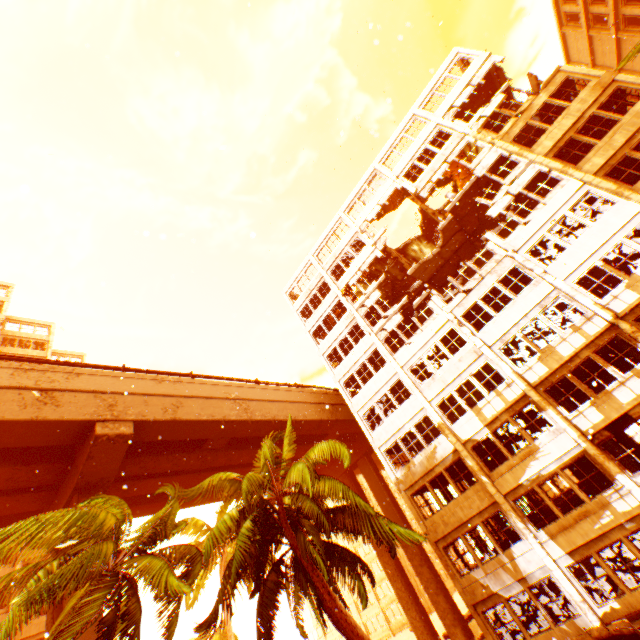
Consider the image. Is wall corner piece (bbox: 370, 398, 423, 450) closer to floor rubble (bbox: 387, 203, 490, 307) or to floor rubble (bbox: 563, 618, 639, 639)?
floor rubble (bbox: 387, 203, 490, 307)

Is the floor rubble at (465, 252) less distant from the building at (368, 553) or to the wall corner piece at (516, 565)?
the wall corner piece at (516, 565)

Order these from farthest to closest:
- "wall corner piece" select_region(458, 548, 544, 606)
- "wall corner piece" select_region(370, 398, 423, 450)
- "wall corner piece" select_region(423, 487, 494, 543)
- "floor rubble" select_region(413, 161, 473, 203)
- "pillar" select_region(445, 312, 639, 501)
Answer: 1. "floor rubble" select_region(413, 161, 473, 203)
2. "wall corner piece" select_region(370, 398, 423, 450)
3. "wall corner piece" select_region(423, 487, 494, 543)
4. "wall corner piece" select_region(458, 548, 544, 606)
5. "pillar" select_region(445, 312, 639, 501)

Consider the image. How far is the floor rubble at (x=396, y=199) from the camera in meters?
27.8

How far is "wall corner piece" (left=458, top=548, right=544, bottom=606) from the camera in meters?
15.3

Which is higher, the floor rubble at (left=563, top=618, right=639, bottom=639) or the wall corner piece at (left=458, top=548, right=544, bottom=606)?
the wall corner piece at (left=458, top=548, right=544, bottom=606)

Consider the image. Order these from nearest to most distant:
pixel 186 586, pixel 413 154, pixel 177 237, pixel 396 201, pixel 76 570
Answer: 1. pixel 186 586
2. pixel 76 570
3. pixel 177 237
4. pixel 413 154
5. pixel 396 201

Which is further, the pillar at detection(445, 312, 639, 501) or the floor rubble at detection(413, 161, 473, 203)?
the floor rubble at detection(413, 161, 473, 203)
